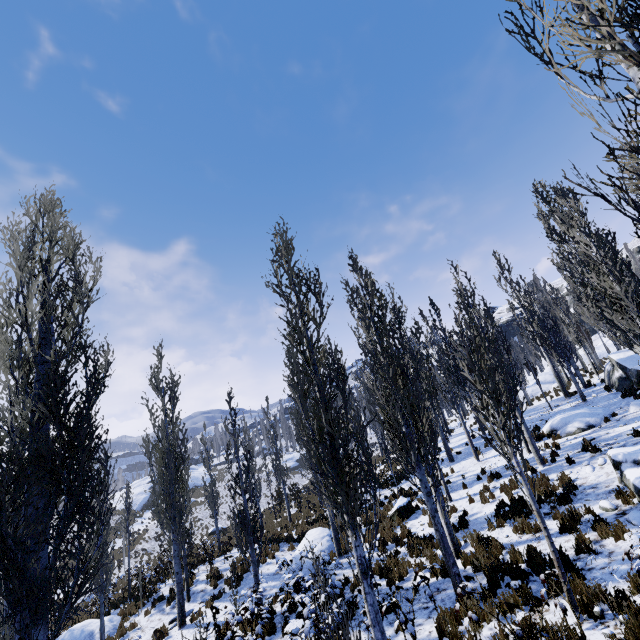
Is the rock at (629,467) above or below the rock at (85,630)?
above

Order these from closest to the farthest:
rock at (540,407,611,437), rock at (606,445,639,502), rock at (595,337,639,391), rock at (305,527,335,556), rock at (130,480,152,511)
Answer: rock at (606,445,639,502)
rock at (305,527,335,556)
rock at (540,407,611,437)
rock at (595,337,639,391)
rock at (130,480,152,511)

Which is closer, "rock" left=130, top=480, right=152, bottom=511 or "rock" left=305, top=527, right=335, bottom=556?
"rock" left=305, top=527, right=335, bottom=556

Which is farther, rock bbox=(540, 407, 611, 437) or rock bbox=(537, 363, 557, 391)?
rock bbox=(537, 363, 557, 391)

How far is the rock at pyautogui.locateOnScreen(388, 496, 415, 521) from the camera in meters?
14.8 m

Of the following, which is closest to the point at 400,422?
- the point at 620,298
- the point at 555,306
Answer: the point at 620,298

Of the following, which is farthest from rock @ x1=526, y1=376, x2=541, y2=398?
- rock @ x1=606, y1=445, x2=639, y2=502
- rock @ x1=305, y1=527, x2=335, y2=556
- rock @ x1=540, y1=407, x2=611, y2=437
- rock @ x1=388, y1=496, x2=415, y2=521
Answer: rock @ x1=305, y1=527, x2=335, y2=556

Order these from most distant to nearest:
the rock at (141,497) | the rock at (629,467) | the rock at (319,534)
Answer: the rock at (141,497)
the rock at (319,534)
the rock at (629,467)
